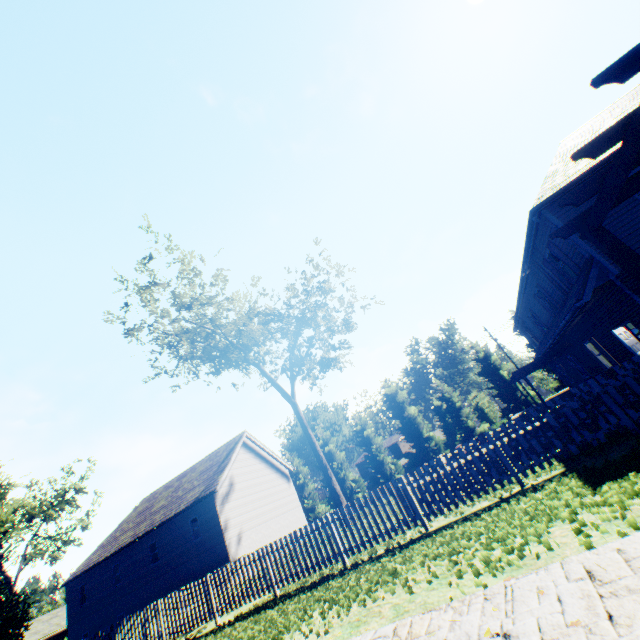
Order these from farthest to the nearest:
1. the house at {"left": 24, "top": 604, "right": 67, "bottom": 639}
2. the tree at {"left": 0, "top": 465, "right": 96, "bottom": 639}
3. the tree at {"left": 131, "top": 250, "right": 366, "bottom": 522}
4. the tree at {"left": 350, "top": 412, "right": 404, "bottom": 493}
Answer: the tree at {"left": 350, "top": 412, "right": 404, "bottom": 493}, the house at {"left": 24, "top": 604, "right": 67, "bottom": 639}, the tree at {"left": 131, "top": 250, "right": 366, "bottom": 522}, the tree at {"left": 0, "top": 465, "right": 96, "bottom": 639}

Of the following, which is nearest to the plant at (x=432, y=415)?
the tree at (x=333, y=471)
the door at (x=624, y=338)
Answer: the tree at (x=333, y=471)

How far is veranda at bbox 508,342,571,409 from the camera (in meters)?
18.94

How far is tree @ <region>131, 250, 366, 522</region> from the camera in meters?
20.7

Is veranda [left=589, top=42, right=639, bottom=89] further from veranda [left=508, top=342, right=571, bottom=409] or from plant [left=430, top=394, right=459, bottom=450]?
plant [left=430, top=394, right=459, bottom=450]

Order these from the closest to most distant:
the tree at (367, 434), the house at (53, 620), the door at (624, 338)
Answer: the door at (624, 338), the house at (53, 620), the tree at (367, 434)

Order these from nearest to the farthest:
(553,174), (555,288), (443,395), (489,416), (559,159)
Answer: (553,174), (559,159), (555,288), (443,395), (489,416)

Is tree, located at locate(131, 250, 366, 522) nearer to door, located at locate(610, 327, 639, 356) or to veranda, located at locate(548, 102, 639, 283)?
door, located at locate(610, 327, 639, 356)
